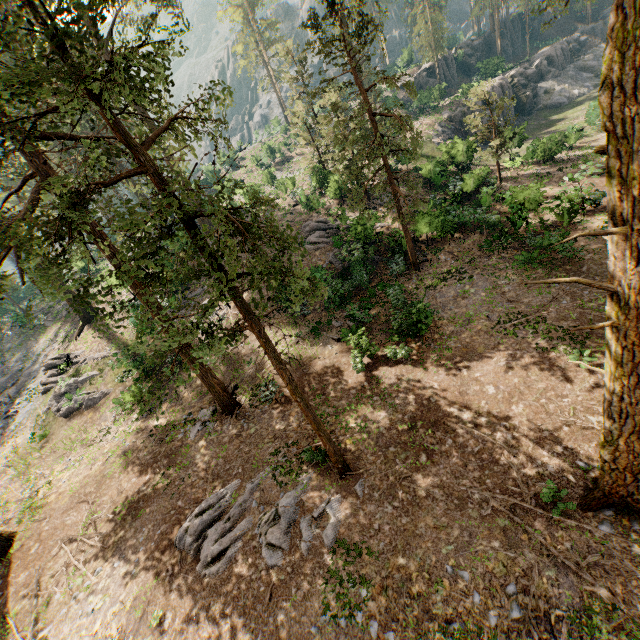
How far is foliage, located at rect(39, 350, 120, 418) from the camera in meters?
21.7

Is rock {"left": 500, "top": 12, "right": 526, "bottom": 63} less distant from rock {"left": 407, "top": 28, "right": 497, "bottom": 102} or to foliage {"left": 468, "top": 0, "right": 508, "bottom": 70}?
foliage {"left": 468, "top": 0, "right": 508, "bottom": 70}

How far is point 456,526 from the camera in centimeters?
869cm

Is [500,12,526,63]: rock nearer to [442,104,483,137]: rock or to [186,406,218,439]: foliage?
[186,406,218,439]: foliage

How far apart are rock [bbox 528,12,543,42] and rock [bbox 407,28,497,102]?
12.0m

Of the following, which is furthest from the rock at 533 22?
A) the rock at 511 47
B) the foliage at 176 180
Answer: the foliage at 176 180

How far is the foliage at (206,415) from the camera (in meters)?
16.05

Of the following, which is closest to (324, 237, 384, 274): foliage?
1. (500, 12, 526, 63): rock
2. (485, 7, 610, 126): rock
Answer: (500, 12, 526, 63): rock
